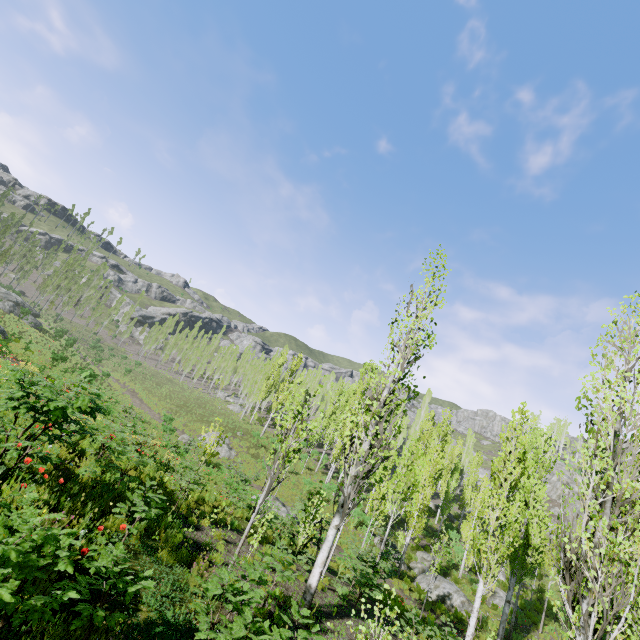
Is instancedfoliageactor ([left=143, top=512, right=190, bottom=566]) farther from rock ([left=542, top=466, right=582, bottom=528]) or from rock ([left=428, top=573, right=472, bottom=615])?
rock ([left=428, top=573, right=472, bottom=615])

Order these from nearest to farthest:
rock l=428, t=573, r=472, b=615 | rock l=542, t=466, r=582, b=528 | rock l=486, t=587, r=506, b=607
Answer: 1. rock l=428, t=573, r=472, b=615
2. rock l=486, t=587, r=506, b=607
3. rock l=542, t=466, r=582, b=528

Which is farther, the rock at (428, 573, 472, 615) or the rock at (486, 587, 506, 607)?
the rock at (486, 587, 506, 607)

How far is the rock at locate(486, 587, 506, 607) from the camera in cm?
2247

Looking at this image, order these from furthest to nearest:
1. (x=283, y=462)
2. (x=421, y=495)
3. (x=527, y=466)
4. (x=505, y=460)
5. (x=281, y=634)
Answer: (x=421, y=495) → (x=527, y=466) → (x=505, y=460) → (x=283, y=462) → (x=281, y=634)

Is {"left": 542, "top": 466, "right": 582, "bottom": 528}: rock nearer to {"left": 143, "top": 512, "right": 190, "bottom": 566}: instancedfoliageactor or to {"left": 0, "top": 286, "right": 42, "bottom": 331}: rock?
{"left": 143, "top": 512, "right": 190, "bottom": 566}: instancedfoliageactor

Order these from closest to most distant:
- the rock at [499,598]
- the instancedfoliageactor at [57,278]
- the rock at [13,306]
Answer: the rock at [499,598], the rock at [13,306], the instancedfoliageactor at [57,278]

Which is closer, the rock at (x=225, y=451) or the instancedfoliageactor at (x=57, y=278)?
the rock at (x=225, y=451)
